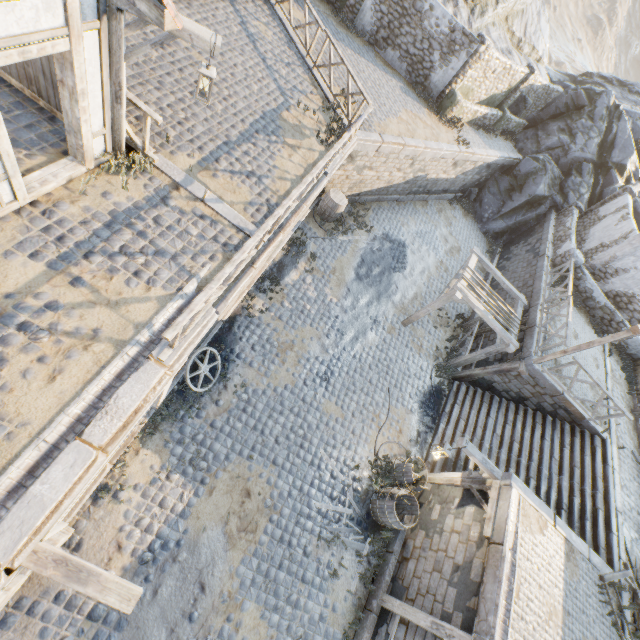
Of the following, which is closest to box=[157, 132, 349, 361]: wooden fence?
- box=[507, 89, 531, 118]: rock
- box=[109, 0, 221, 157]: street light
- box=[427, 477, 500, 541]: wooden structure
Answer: box=[109, 0, 221, 157]: street light

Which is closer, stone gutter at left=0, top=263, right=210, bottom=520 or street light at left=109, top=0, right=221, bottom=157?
stone gutter at left=0, top=263, right=210, bottom=520

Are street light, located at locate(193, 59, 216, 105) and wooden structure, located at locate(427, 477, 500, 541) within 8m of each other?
no

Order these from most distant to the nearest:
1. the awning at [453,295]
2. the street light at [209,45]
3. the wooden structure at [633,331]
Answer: the awning at [453,295] < the wooden structure at [633,331] < the street light at [209,45]

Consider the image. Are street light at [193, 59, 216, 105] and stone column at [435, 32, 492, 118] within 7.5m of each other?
no

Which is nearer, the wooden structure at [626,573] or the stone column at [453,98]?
the wooden structure at [626,573]

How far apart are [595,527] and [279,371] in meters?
10.6 m

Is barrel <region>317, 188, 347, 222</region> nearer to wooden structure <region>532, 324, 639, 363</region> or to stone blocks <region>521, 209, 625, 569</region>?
stone blocks <region>521, 209, 625, 569</region>
